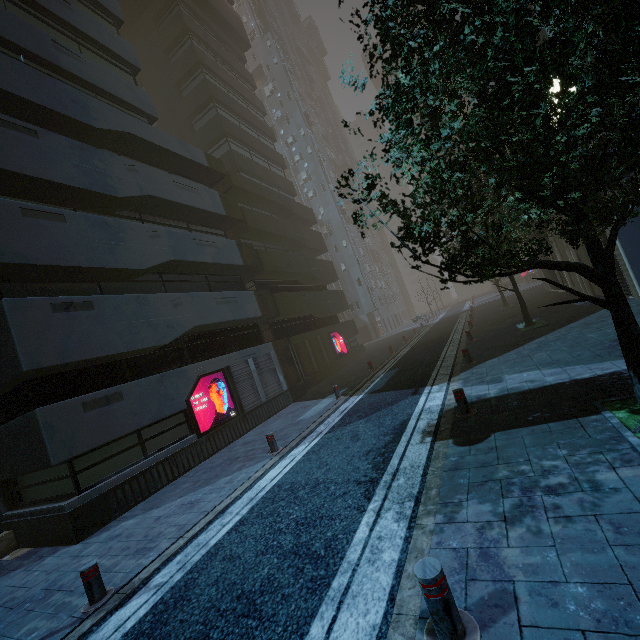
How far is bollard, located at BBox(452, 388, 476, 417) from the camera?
7.0 meters

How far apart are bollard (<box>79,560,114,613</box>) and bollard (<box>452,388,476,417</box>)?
7.04m

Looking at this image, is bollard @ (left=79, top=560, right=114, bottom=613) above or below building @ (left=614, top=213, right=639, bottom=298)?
below

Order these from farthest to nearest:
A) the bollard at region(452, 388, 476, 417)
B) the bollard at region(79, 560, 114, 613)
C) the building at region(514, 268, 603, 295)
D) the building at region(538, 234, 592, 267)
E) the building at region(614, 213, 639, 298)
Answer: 1. the building at region(514, 268, 603, 295)
2. the building at region(538, 234, 592, 267)
3. the building at region(614, 213, 639, 298)
4. the bollard at region(452, 388, 476, 417)
5. the bollard at region(79, 560, 114, 613)

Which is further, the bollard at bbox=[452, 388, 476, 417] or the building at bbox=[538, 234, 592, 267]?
the building at bbox=[538, 234, 592, 267]

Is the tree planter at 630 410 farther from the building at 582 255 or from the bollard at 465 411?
the building at 582 255

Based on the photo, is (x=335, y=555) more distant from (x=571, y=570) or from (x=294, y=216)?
(x=294, y=216)

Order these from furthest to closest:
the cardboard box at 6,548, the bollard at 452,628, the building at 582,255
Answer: the building at 582,255 → the cardboard box at 6,548 → the bollard at 452,628
